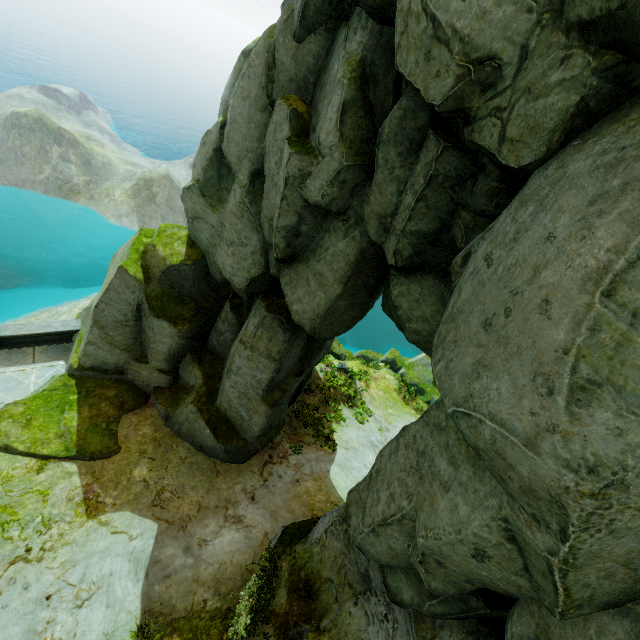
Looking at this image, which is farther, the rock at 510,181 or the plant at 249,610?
the plant at 249,610

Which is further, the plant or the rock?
the plant

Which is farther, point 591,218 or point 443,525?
point 443,525
